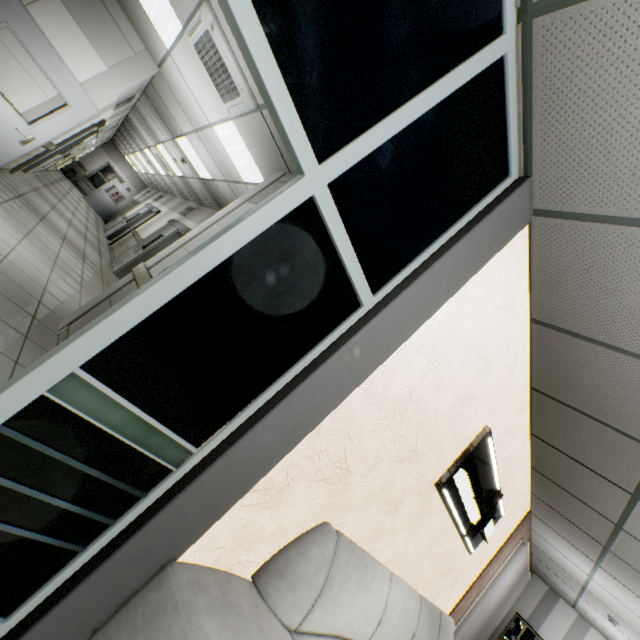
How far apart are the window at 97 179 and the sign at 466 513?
24.2 meters

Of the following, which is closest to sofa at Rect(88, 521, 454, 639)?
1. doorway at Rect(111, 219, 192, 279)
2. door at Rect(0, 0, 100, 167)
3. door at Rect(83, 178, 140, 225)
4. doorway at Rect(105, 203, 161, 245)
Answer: door at Rect(0, 0, 100, 167)

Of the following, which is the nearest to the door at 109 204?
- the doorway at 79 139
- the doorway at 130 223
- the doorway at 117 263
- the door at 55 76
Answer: the doorway at 130 223

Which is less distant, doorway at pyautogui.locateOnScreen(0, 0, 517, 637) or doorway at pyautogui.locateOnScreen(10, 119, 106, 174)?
doorway at pyautogui.locateOnScreen(0, 0, 517, 637)

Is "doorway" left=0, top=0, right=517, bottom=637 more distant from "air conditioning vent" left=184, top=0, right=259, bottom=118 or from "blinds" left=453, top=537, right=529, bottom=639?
"blinds" left=453, top=537, right=529, bottom=639

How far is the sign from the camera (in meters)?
2.90

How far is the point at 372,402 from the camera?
1.89m

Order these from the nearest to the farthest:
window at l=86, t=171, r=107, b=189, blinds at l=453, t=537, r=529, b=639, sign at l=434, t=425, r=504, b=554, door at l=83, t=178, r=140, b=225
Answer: sign at l=434, t=425, r=504, b=554 < blinds at l=453, t=537, r=529, b=639 < door at l=83, t=178, r=140, b=225 < window at l=86, t=171, r=107, b=189
